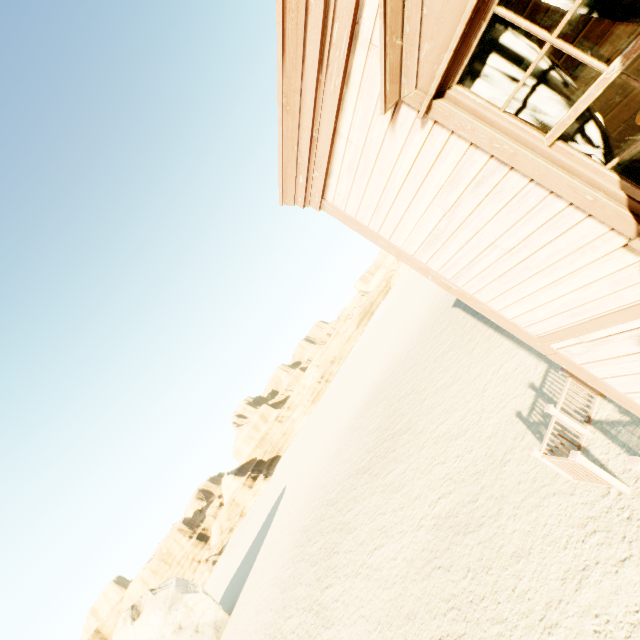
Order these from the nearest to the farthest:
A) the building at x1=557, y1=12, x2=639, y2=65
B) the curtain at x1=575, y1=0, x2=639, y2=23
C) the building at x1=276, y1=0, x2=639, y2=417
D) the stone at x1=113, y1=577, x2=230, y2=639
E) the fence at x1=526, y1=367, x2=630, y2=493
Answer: the curtain at x1=575, y1=0, x2=639, y2=23 → the building at x1=276, y1=0, x2=639, y2=417 → the building at x1=557, y1=12, x2=639, y2=65 → the fence at x1=526, y1=367, x2=630, y2=493 → the stone at x1=113, y1=577, x2=230, y2=639

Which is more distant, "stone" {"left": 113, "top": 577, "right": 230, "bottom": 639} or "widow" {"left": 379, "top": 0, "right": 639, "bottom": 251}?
"stone" {"left": 113, "top": 577, "right": 230, "bottom": 639}

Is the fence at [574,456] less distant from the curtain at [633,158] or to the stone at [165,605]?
the curtain at [633,158]

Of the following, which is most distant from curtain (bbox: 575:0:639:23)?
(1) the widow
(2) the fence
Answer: (2) the fence

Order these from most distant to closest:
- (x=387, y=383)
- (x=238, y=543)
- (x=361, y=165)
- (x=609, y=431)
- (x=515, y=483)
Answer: (x=238, y=543) → (x=387, y=383) → (x=515, y=483) → (x=609, y=431) → (x=361, y=165)

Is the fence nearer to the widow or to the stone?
the widow

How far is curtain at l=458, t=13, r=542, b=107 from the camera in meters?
1.9

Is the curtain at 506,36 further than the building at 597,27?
No
